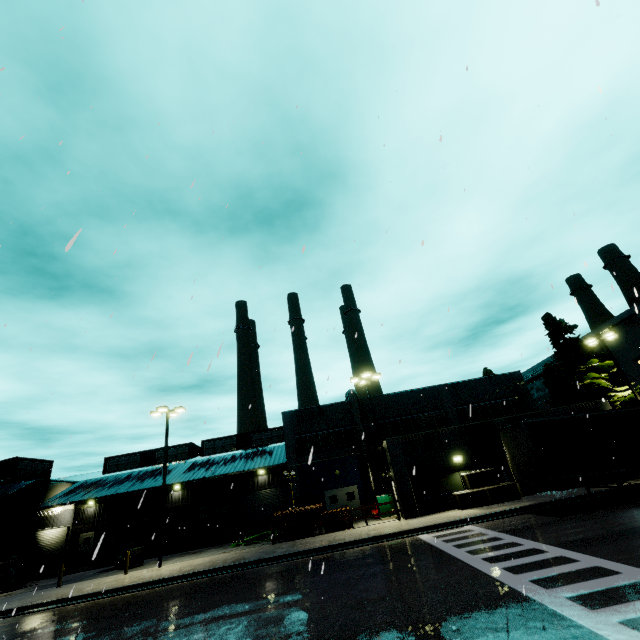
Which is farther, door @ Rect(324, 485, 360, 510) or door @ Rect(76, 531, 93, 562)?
door @ Rect(76, 531, 93, 562)

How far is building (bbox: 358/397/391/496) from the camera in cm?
2670

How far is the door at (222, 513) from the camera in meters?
33.8

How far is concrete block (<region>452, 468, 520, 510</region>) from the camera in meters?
20.2

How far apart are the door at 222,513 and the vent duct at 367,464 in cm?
1627

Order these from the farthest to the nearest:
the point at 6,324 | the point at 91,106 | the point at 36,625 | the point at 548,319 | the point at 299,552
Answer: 1. the point at 548,319
2. the point at 299,552
3. the point at 36,625
4. the point at 91,106
5. the point at 6,324

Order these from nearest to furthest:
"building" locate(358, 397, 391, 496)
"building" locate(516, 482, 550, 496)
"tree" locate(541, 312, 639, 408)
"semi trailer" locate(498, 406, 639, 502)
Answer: "semi trailer" locate(498, 406, 639, 502) < "building" locate(516, 482, 550, 496) < "tree" locate(541, 312, 639, 408) < "building" locate(358, 397, 391, 496)
